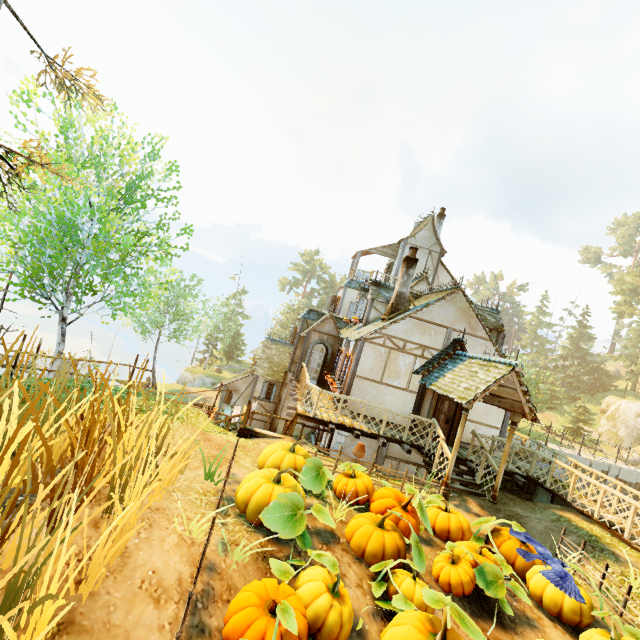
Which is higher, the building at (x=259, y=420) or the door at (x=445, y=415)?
the door at (x=445, y=415)

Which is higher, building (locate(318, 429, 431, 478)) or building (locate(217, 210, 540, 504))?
building (locate(217, 210, 540, 504))

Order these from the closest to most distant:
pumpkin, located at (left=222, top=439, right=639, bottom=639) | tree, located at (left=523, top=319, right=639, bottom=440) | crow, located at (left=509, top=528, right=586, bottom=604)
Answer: pumpkin, located at (left=222, top=439, right=639, bottom=639) < crow, located at (left=509, top=528, right=586, bottom=604) < tree, located at (left=523, top=319, right=639, bottom=440)

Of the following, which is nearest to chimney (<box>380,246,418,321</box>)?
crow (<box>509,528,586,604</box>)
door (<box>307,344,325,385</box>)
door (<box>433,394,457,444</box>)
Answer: door (<box>433,394,457,444</box>)

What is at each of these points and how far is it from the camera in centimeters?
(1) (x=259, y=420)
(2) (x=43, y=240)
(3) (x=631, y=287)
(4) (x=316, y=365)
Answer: (1) building, 2166cm
(2) tree, 1041cm
(3) tree, 4981cm
(4) door, 1778cm

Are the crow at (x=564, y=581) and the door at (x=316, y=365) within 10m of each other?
no

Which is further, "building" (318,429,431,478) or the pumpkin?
"building" (318,429,431,478)

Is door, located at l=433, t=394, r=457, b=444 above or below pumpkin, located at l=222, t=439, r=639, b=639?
above
